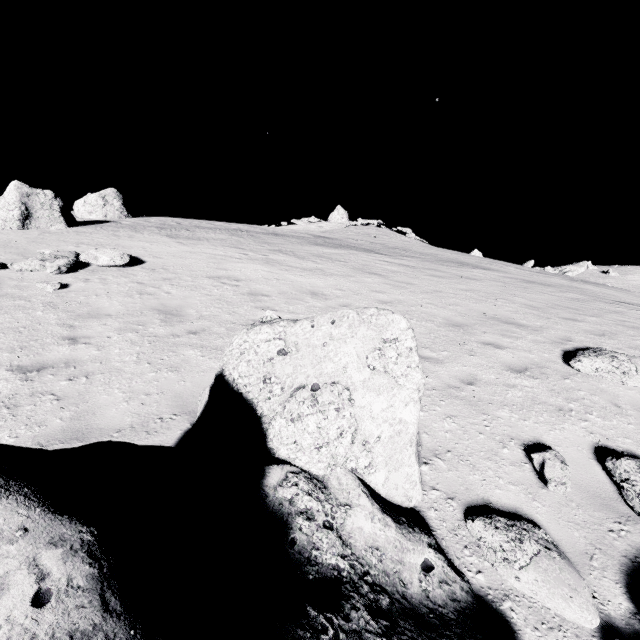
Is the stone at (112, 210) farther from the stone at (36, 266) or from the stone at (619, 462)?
the stone at (619, 462)

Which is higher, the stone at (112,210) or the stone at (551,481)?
A: the stone at (112,210)

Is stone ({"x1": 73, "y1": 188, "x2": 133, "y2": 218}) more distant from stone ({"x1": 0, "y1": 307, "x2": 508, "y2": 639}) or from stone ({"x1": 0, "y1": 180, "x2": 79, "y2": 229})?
stone ({"x1": 0, "y1": 307, "x2": 508, "y2": 639})

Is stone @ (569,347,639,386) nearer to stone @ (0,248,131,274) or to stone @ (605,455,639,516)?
stone @ (605,455,639,516)

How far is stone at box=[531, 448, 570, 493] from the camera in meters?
3.9

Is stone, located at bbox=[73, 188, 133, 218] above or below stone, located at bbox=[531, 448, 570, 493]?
above

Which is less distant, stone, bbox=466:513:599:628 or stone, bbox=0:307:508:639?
stone, bbox=0:307:508:639

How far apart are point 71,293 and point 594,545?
11.6 meters
